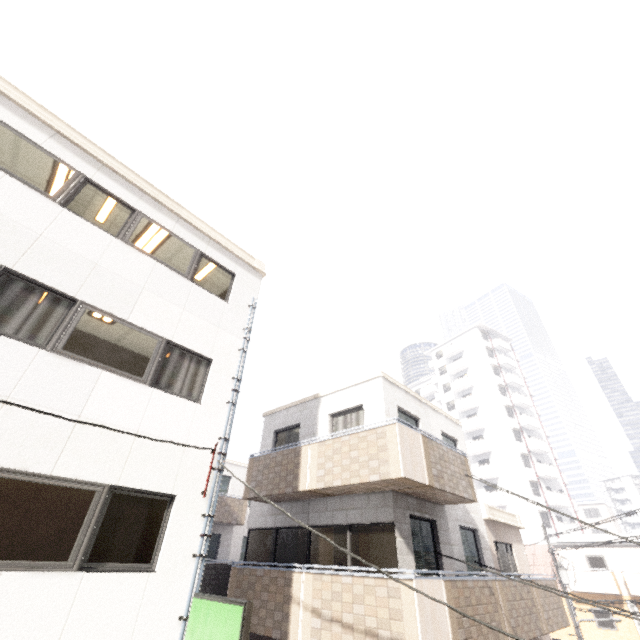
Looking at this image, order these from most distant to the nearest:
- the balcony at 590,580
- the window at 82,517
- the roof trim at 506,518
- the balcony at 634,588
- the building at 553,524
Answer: the building at 553,524 < the balcony at 590,580 < the balcony at 634,588 < the roof trim at 506,518 < the window at 82,517

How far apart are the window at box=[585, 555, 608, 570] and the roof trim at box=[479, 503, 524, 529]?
19.0m

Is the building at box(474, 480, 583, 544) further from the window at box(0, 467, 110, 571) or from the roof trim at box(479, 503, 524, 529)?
the window at box(0, 467, 110, 571)

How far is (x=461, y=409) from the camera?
45.50m

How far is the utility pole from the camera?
18.3m

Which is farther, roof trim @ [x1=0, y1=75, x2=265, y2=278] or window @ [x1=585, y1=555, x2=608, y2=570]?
window @ [x1=585, y1=555, x2=608, y2=570]

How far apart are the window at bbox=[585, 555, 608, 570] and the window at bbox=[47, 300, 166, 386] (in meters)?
35.18

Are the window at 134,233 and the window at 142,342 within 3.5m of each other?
yes
